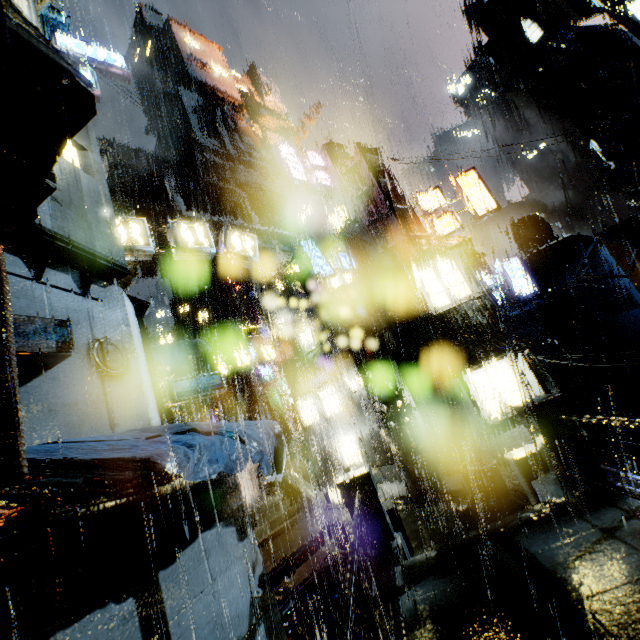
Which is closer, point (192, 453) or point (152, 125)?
point (192, 453)

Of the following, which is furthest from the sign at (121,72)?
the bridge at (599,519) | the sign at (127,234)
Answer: the bridge at (599,519)

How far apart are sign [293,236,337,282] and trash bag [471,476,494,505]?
9.9m

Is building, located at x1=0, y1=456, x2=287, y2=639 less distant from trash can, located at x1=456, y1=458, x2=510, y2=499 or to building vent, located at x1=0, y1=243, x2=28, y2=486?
building vent, located at x1=0, y1=243, x2=28, y2=486

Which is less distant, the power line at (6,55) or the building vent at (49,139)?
the power line at (6,55)

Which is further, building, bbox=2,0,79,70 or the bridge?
building, bbox=2,0,79,70

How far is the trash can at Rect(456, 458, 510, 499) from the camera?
10.66m

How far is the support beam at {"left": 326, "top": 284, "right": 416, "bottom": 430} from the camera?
14.2m
